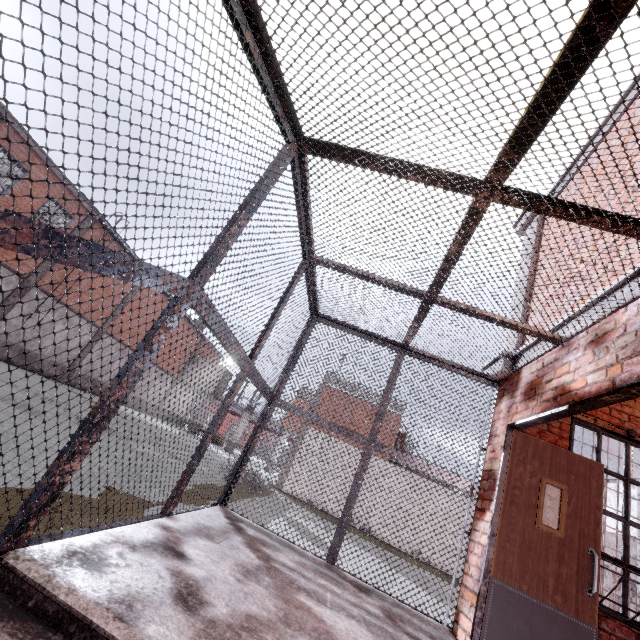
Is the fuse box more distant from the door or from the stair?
the stair

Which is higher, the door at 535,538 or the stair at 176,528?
the door at 535,538

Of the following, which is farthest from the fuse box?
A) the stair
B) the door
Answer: the stair

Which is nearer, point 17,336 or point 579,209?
point 579,209

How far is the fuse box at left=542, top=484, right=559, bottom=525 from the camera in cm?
358

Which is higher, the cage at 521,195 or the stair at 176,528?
the cage at 521,195

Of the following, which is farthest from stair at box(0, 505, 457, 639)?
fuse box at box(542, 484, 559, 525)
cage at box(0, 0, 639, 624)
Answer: fuse box at box(542, 484, 559, 525)

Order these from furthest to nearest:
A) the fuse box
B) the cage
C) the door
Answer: the fuse box
the door
the cage
